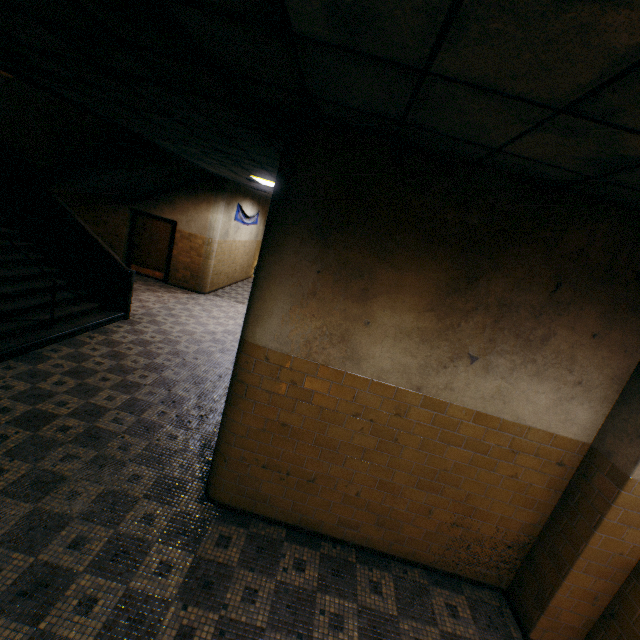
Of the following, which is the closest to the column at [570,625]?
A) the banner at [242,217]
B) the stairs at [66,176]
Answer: the stairs at [66,176]

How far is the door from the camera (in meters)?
11.05

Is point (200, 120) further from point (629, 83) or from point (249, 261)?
point (249, 261)

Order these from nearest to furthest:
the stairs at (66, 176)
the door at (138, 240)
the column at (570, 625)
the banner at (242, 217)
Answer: the column at (570, 625), the stairs at (66, 176), the door at (138, 240), the banner at (242, 217)

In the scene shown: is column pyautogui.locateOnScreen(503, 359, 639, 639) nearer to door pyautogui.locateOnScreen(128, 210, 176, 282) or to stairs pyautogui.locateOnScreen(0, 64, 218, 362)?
stairs pyautogui.locateOnScreen(0, 64, 218, 362)

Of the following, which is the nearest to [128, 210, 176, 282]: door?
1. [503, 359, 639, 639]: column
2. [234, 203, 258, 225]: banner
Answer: [234, 203, 258, 225]: banner

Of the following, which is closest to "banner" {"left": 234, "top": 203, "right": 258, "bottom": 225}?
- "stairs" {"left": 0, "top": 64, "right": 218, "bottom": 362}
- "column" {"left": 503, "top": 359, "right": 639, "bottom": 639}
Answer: "stairs" {"left": 0, "top": 64, "right": 218, "bottom": 362}
